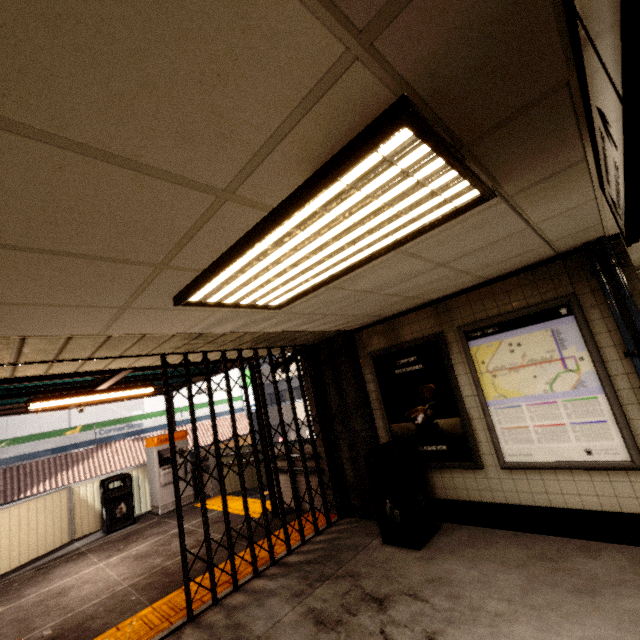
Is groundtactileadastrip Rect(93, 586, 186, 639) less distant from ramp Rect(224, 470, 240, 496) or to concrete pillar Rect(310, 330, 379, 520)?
concrete pillar Rect(310, 330, 379, 520)

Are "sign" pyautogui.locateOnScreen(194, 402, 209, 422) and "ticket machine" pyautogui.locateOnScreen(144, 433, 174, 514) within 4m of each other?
no

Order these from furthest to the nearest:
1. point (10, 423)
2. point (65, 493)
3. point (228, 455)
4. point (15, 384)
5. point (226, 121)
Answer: point (10, 423) → point (228, 455) → point (65, 493) → point (15, 384) → point (226, 121)

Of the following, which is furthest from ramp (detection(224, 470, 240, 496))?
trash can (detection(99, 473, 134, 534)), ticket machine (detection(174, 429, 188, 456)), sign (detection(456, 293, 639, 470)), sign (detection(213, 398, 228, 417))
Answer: sign (detection(213, 398, 228, 417))

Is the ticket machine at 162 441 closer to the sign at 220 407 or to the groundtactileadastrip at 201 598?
the groundtactileadastrip at 201 598

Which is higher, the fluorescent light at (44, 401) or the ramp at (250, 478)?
the fluorescent light at (44, 401)

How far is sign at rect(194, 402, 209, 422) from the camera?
18.2m

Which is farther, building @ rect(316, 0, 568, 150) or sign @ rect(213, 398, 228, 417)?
sign @ rect(213, 398, 228, 417)
